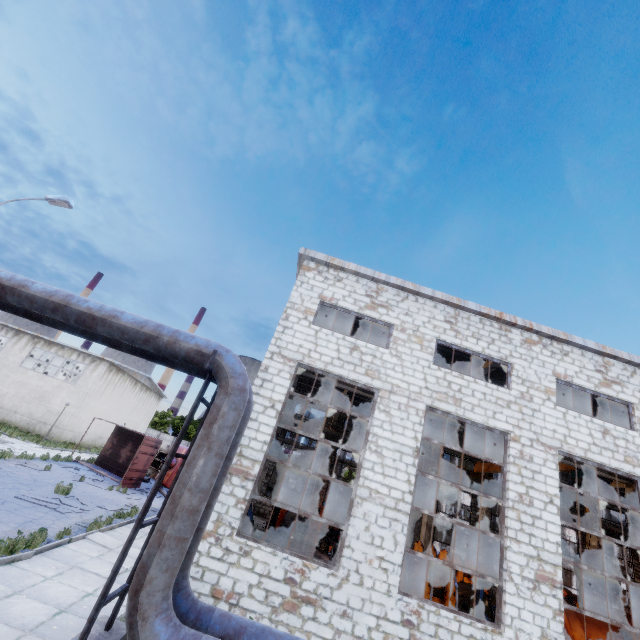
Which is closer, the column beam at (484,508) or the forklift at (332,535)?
the forklift at (332,535)

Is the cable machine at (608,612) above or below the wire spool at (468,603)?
above

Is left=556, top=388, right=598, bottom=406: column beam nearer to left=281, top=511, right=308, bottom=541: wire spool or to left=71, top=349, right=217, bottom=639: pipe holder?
left=281, top=511, right=308, bottom=541: wire spool

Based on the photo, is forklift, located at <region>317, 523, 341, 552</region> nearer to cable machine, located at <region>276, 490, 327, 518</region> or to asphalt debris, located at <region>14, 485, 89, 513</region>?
cable machine, located at <region>276, 490, 327, 518</region>

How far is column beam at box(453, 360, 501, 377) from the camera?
14.55m

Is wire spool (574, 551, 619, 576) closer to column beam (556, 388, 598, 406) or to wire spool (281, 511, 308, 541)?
column beam (556, 388, 598, 406)

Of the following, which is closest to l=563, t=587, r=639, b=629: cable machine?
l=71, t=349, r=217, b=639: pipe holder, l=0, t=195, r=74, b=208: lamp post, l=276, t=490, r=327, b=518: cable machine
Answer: l=276, t=490, r=327, b=518: cable machine

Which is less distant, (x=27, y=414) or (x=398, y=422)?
(x=398, y=422)
